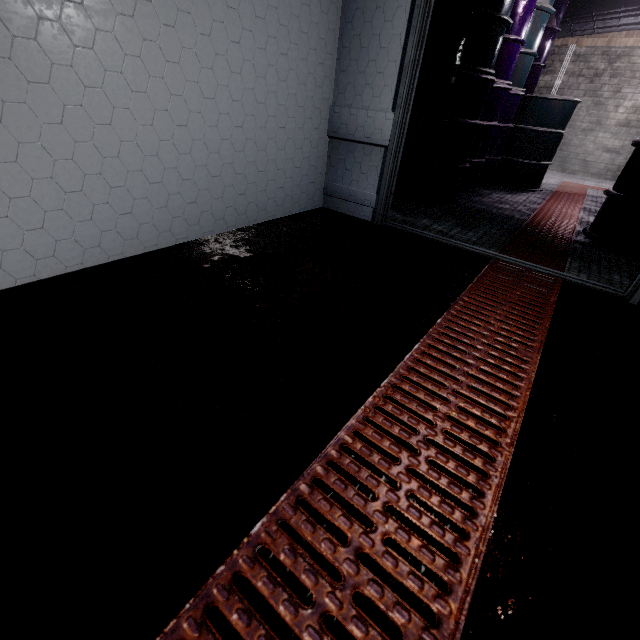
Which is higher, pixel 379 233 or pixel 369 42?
pixel 369 42

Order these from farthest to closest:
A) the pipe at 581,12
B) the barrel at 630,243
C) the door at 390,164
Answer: the pipe at 581,12 → the barrel at 630,243 → the door at 390,164

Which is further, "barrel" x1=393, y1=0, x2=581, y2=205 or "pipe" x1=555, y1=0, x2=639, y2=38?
"pipe" x1=555, y1=0, x2=639, y2=38

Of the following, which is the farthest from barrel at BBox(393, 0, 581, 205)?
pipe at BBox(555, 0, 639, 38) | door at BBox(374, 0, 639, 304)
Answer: door at BBox(374, 0, 639, 304)

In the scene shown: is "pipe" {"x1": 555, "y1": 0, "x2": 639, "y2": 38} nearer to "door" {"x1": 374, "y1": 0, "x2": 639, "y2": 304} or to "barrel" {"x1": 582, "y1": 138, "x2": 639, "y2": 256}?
→ "barrel" {"x1": 582, "y1": 138, "x2": 639, "y2": 256}

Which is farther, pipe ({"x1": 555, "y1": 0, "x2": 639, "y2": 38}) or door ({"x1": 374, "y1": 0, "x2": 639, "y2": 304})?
pipe ({"x1": 555, "y1": 0, "x2": 639, "y2": 38})

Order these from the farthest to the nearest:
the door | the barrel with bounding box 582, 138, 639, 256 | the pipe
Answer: the pipe
the barrel with bounding box 582, 138, 639, 256
the door

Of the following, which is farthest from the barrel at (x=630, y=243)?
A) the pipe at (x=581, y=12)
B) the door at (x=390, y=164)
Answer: the pipe at (x=581, y=12)
